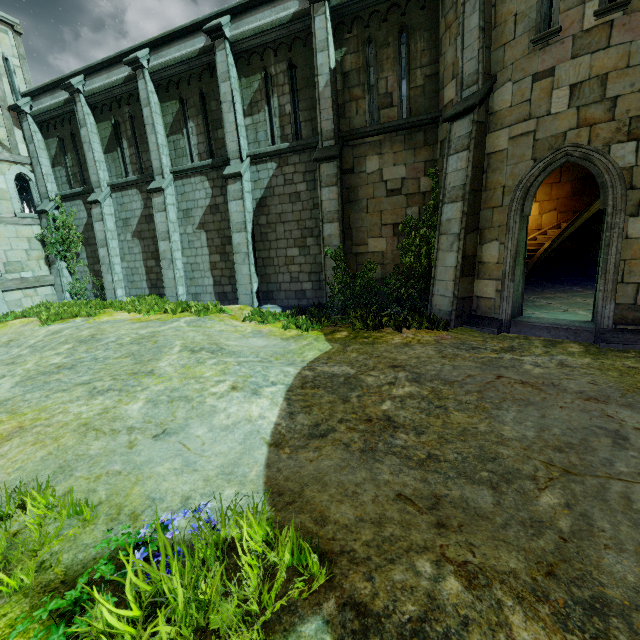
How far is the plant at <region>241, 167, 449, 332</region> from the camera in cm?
880

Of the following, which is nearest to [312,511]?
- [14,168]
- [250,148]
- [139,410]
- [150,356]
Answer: [139,410]

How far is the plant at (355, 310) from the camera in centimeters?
880cm

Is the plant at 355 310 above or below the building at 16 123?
below

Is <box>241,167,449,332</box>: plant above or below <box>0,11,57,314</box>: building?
below

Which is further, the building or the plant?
the building
